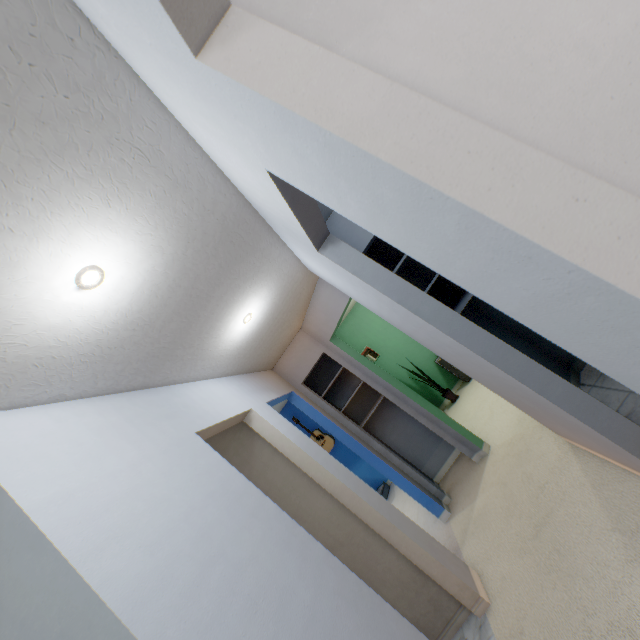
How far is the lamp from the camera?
1.1m

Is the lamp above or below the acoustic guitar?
above

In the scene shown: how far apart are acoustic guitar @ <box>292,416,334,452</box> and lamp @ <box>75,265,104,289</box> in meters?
5.6 m

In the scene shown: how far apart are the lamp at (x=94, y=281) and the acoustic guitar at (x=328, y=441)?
5.62m

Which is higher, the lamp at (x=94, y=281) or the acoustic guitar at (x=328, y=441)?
the lamp at (x=94, y=281)

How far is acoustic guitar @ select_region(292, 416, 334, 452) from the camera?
6.2 meters

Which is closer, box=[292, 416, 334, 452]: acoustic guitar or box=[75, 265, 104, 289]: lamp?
box=[75, 265, 104, 289]: lamp

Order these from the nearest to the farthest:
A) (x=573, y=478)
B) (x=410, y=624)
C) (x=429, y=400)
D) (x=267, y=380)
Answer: (x=410, y=624) → (x=573, y=478) → (x=267, y=380) → (x=429, y=400)
